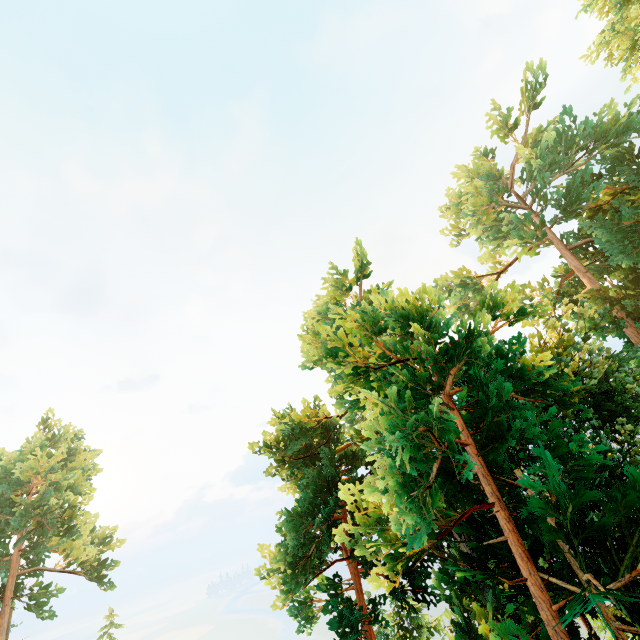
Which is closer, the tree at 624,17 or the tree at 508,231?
the tree at 508,231

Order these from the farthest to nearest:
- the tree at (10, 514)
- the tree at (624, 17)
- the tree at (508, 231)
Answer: the tree at (10, 514)
the tree at (624, 17)
the tree at (508, 231)

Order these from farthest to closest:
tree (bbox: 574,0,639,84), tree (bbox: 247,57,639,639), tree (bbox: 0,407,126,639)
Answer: tree (bbox: 0,407,126,639) < tree (bbox: 574,0,639,84) < tree (bbox: 247,57,639,639)

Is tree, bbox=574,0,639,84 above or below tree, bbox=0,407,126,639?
above

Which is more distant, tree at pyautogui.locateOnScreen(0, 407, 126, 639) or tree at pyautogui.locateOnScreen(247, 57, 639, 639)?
tree at pyautogui.locateOnScreen(0, 407, 126, 639)

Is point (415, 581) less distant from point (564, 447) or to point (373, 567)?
point (373, 567)
